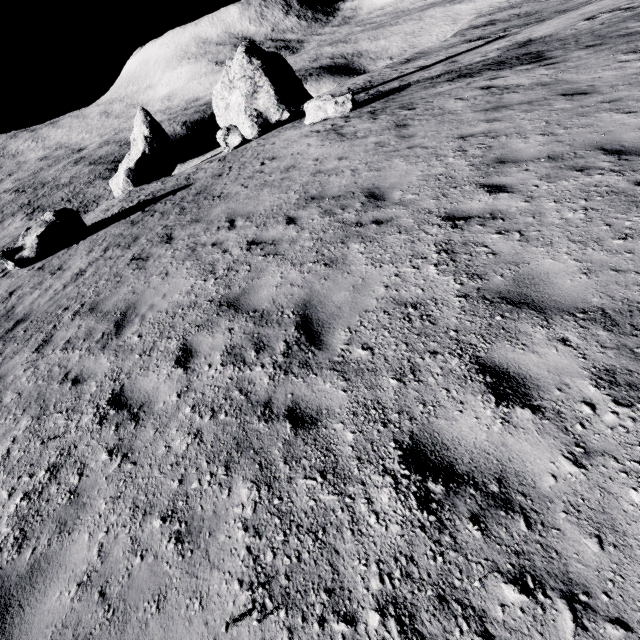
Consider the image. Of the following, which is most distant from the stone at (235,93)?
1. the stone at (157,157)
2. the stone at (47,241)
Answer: the stone at (47,241)

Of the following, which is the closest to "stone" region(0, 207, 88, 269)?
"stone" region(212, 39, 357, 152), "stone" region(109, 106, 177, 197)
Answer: "stone" region(212, 39, 357, 152)

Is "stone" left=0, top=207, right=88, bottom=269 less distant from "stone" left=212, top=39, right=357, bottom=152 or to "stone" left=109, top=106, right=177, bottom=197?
"stone" left=212, top=39, right=357, bottom=152

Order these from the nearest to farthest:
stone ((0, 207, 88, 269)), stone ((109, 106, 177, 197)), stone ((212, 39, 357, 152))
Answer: stone ((0, 207, 88, 269)) < stone ((212, 39, 357, 152)) < stone ((109, 106, 177, 197))

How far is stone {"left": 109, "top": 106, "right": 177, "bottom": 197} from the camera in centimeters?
2777cm

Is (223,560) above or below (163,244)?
above

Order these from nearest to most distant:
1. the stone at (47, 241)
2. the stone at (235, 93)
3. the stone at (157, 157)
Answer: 1. the stone at (47, 241)
2. the stone at (235, 93)
3. the stone at (157, 157)
